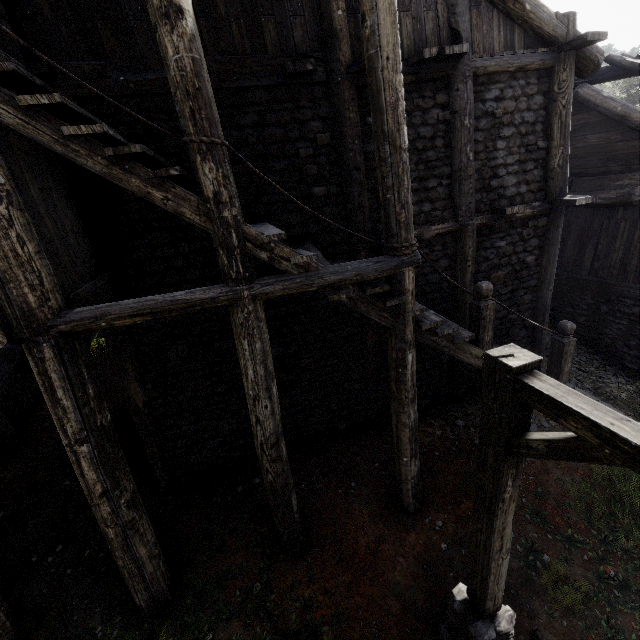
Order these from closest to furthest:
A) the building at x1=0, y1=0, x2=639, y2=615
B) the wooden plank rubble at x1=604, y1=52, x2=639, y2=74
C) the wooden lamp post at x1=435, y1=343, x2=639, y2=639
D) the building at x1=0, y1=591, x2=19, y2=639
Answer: the wooden lamp post at x1=435, y1=343, x2=639, y2=639 < the building at x1=0, y1=0, x2=639, y2=615 < the building at x1=0, y1=591, x2=19, y2=639 < the wooden plank rubble at x1=604, y1=52, x2=639, y2=74

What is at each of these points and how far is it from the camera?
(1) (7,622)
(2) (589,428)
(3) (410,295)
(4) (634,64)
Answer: (1) building, 5.0 meters
(2) wooden lamp post, 2.0 meters
(3) building, 4.8 meters
(4) wooden plank rubble, 7.9 meters

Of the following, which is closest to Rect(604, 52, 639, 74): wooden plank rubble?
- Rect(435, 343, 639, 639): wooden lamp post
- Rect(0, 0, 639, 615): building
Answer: Rect(0, 0, 639, 615): building

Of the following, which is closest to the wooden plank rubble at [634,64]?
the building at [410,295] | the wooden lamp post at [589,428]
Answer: the building at [410,295]

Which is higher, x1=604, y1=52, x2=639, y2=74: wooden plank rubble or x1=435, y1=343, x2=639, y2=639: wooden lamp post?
x1=604, y1=52, x2=639, y2=74: wooden plank rubble

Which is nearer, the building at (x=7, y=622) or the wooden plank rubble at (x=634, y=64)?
the building at (x=7, y=622)

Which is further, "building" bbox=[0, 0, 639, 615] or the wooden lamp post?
"building" bbox=[0, 0, 639, 615]
